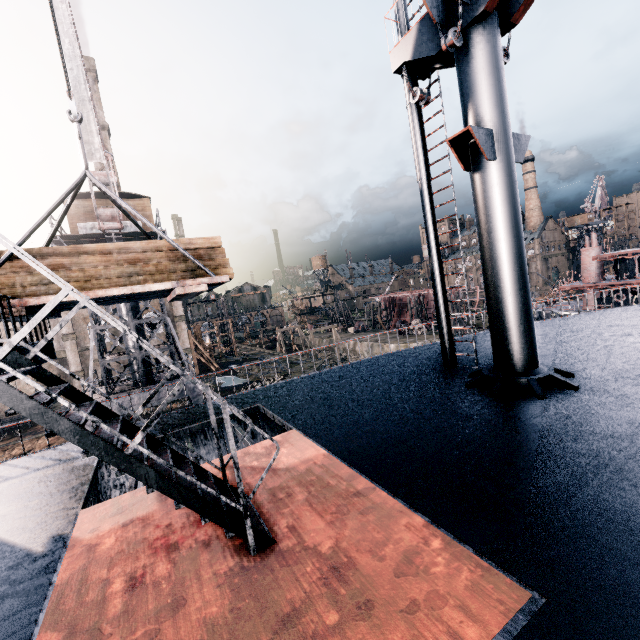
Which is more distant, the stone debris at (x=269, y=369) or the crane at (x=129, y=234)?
the stone debris at (x=269, y=369)

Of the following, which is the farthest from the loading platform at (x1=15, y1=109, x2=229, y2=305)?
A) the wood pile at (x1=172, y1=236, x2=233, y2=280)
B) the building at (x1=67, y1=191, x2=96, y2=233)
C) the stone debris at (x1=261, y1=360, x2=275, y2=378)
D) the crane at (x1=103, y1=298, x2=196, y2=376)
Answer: the stone debris at (x1=261, y1=360, x2=275, y2=378)

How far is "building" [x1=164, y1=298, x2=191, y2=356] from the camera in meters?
42.5

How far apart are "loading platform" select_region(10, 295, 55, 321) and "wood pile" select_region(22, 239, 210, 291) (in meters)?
0.01

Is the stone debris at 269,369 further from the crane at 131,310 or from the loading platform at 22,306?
the loading platform at 22,306

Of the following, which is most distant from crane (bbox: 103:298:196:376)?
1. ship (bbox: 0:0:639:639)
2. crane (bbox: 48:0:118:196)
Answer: ship (bbox: 0:0:639:639)

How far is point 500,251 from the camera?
7.9m

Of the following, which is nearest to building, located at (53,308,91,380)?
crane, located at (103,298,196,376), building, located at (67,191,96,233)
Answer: crane, located at (103,298,196,376)
